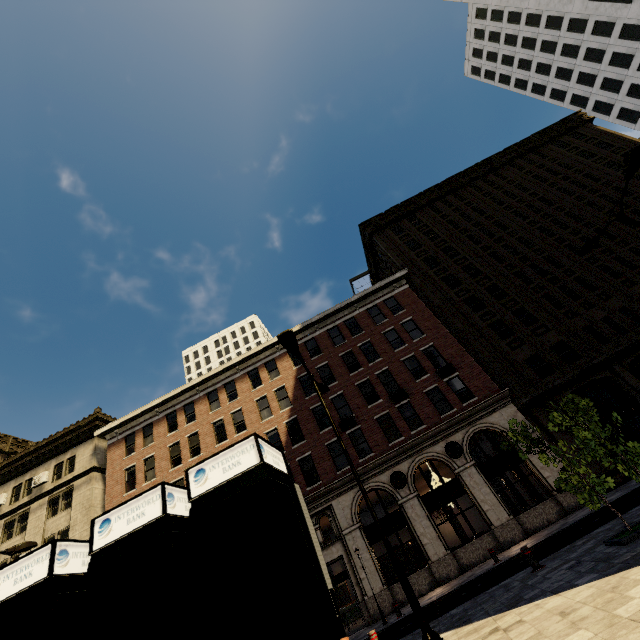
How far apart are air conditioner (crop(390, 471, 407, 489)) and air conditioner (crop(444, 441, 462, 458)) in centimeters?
294cm

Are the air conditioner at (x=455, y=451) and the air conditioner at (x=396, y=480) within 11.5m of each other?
yes

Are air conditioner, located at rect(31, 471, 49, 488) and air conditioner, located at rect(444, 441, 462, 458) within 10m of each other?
no

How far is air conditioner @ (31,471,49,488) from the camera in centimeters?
2730cm

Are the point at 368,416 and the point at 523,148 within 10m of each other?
no

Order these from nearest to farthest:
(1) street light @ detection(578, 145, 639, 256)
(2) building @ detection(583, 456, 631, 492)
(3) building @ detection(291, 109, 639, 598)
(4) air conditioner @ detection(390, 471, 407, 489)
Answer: (1) street light @ detection(578, 145, 639, 256), (2) building @ detection(583, 456, 631, 492), (3) building @ detection(291, 109, 639, 598), (4) air conditioner @ detection(390, 471, 407, 489)

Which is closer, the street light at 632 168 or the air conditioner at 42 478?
the street light at 632 168

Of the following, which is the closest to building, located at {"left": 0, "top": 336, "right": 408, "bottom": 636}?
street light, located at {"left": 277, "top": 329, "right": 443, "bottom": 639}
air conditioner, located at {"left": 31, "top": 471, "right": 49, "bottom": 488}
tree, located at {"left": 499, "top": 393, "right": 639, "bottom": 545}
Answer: air conditioner, located at {"left": 31, "top": 471, "right": 49, "bottom": 488}
